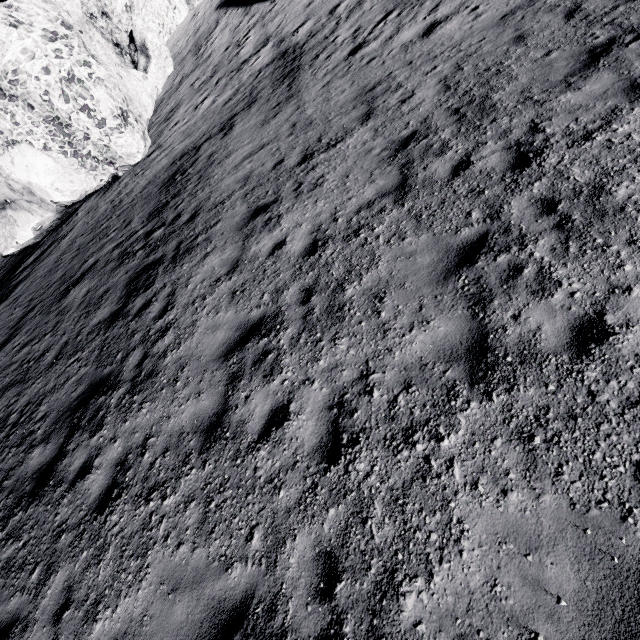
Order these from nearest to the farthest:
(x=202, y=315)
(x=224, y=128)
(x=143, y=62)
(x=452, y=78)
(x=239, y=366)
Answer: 1. (x=239, y=366)
2. (x=202, y=315)
3. (x=452, y=78)
4. (x=224, y=128)
5. (x=143, y=62)
